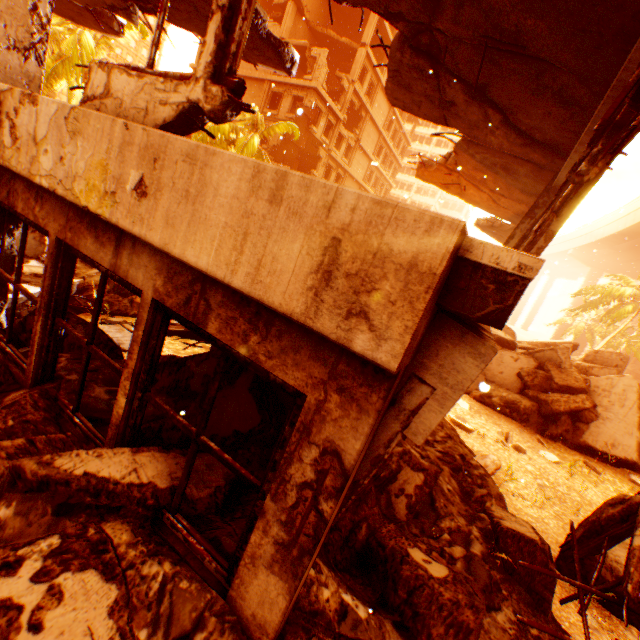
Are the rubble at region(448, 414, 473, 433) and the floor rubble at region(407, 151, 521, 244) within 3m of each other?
no

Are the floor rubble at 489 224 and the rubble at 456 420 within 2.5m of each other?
no

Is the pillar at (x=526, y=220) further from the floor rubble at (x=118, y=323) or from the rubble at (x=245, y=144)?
the rubble at (x=245, y=144)

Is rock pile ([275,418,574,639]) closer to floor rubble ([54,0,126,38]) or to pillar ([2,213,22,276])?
pillar ([2,213,22,276])

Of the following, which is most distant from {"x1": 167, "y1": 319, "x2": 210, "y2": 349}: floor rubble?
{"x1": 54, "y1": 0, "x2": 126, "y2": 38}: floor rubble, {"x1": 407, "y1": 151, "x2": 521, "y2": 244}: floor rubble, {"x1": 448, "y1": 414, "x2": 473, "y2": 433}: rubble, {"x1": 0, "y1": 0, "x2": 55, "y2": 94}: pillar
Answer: {"x1": 54, "y1": 0, "x2": 126, "y2": 38}: floor rubble

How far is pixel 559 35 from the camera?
3.04m

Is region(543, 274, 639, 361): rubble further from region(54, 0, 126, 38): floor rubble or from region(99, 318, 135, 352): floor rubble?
region(99, 318, 135, 352): floor rubble

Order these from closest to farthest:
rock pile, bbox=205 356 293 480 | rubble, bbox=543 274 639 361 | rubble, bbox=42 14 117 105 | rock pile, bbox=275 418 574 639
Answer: rock pile, bbox=275 418 574 639
rock pile, bbox=205 356 293 480
rubble, bbox=42 14 117 105
rubble, bbox=543 274 639 361
